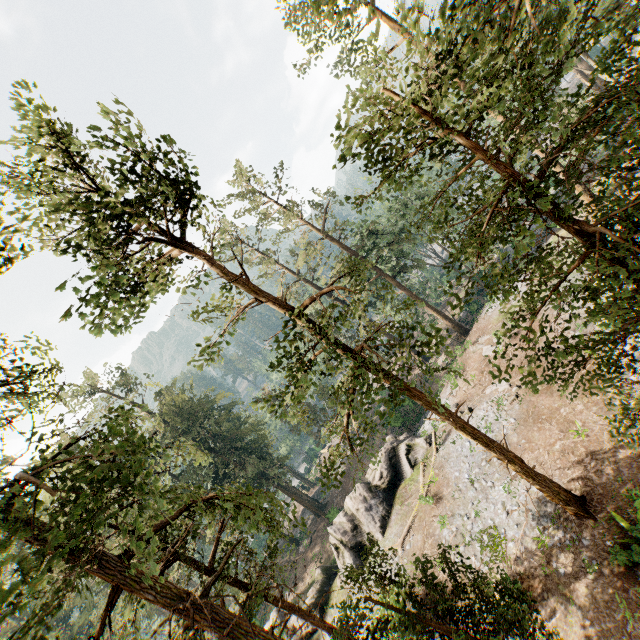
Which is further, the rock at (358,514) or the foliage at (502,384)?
the rock at (358,514)

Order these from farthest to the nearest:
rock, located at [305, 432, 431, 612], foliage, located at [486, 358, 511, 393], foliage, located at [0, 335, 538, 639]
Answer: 1. rock, located at [305, 432, 431, 612]
2. foliage, located at [486, 358, 511, 393]
3. foliage, located at [0, 335, 538, 639]

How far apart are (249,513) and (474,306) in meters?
37.4 m

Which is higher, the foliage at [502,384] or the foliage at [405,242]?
the foliage at [405,242]

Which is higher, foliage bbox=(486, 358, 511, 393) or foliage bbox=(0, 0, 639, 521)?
foliage bbox=(0, 0, 639, 521)

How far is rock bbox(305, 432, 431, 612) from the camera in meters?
24.8 m

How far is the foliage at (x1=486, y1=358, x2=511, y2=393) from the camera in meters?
7.6 m
